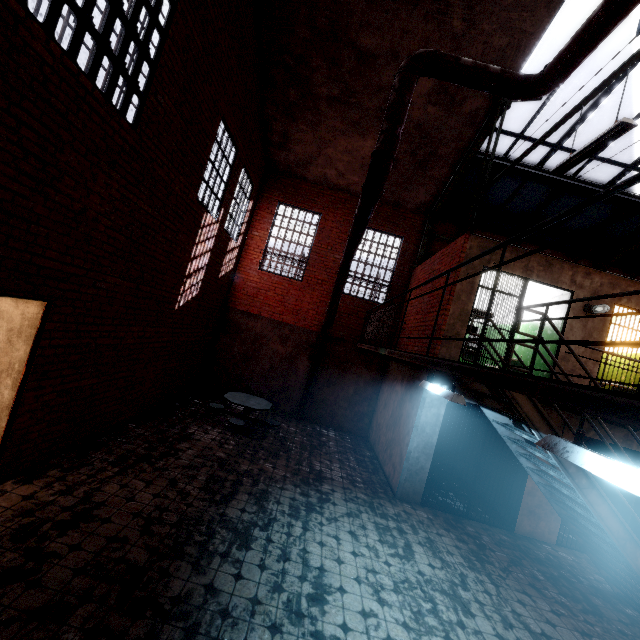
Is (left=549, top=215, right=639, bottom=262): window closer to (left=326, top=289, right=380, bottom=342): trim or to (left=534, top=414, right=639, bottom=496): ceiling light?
(left=326, top=289, right=380, bottom=342): trim

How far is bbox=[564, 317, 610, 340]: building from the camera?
7.0m

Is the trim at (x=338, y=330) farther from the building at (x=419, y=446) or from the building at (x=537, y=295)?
the building at (x=419, y=446)

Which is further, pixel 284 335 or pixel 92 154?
pixel 284 335

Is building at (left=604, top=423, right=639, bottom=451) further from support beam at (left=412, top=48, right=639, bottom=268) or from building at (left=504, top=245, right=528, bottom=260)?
support beam at (left=412, top=48, right=639, bottom=268)

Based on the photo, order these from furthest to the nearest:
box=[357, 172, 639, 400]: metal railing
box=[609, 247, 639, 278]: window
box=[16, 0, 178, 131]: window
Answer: box=[609, 247, 639, 278]: window → box=[16, 0, 178, 131]: window → box=[357, 172, 639, 400]: metal railing

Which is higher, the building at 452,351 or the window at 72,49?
the window at 72,49

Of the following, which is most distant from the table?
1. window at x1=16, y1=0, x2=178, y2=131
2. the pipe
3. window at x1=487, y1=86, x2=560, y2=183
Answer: window at x1=487, y1=86, x2=560, y2=183
